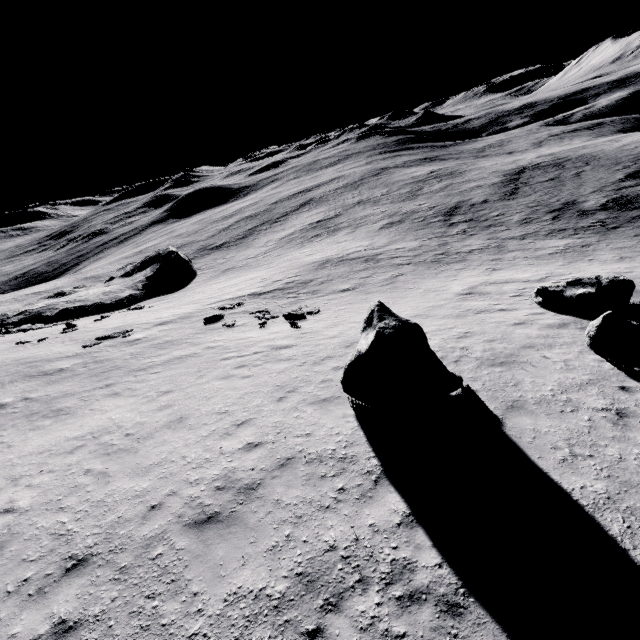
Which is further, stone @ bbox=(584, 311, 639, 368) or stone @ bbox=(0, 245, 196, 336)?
stone @ bbox=(0, 245, 196, 336)

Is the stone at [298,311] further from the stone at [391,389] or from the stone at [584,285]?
the stone at [584,285]

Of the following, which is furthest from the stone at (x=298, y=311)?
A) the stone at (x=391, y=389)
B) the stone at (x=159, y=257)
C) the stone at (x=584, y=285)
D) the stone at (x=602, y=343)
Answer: the stone at (x=159, y=257)

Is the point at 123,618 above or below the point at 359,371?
below

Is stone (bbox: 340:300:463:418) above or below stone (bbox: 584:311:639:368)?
above

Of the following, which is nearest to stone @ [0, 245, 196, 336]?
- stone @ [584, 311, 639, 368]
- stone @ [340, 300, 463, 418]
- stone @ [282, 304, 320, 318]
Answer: stone @ [282, 304, 320, 318]

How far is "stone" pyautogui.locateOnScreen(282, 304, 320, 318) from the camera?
18.22m

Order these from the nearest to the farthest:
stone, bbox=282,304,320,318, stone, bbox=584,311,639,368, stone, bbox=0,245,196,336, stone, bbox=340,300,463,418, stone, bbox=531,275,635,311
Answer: stone, bbox=340,300,463,418 → stone, bbox=584,311,639,368 → stone, bbox=531,275,635,311 → stone, bbox=282,304,320,318 → stone, bbox=0,245,196,336
